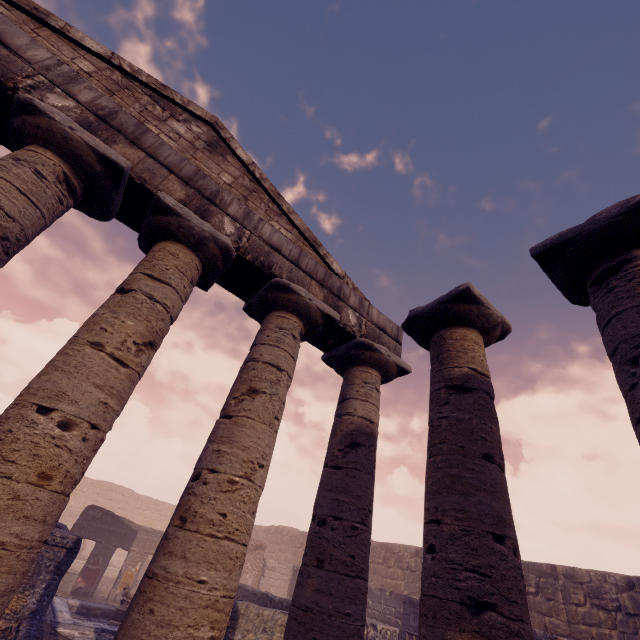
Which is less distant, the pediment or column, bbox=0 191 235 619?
column, bbox=0 191 235 619

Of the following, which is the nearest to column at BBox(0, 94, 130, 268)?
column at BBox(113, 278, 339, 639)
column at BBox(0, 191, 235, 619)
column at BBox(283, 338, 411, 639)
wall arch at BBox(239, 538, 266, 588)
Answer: column at BBox(0, 191, 235, 619)

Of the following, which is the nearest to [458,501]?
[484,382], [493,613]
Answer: [493,613]

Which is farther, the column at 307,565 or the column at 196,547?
the column at 307,565

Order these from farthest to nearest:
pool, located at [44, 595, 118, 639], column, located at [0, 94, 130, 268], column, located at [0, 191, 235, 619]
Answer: pool, located at [44, 595, 118, 639], column, located at [0, 94, 130, 268], column, located at [0, 191, 235, 619]

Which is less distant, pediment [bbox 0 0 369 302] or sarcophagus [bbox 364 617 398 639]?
pediment [bbox 0 0 369 302]

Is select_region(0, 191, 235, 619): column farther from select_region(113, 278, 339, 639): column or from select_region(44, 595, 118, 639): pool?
select_region(44, 595, 118, 639): pool

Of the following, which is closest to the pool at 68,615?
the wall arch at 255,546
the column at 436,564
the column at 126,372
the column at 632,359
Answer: the wall arch at 255,546
